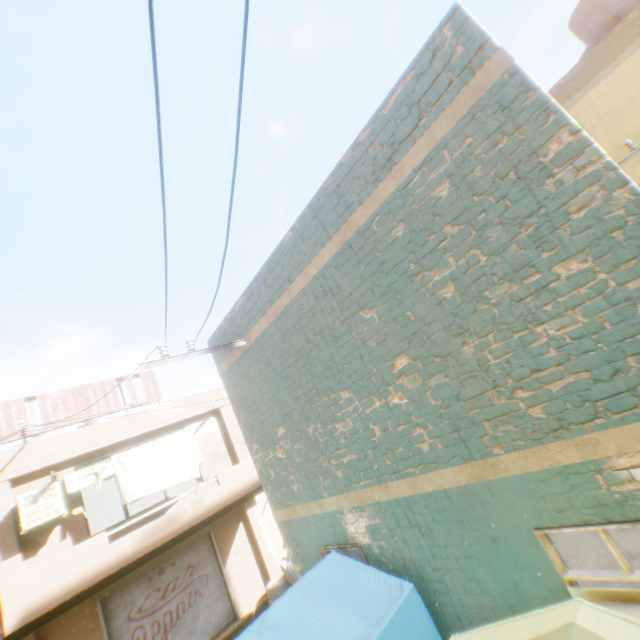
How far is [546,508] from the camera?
3.01m

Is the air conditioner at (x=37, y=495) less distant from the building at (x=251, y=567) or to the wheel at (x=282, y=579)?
the building at (x=251, y=567)

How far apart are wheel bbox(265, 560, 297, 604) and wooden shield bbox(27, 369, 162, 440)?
1.8 meters

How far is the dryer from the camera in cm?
879

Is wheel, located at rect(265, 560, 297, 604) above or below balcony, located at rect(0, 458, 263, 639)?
below

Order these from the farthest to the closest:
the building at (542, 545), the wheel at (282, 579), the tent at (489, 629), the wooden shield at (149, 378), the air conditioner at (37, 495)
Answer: the wheel at (282, 579), the wooden shield at (149, 378), the air conditioner at (37, 495), the building at (542, 545), the tent at (489, 629)

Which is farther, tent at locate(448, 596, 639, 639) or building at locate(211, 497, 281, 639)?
building at locate(211, 497, 281, 639)

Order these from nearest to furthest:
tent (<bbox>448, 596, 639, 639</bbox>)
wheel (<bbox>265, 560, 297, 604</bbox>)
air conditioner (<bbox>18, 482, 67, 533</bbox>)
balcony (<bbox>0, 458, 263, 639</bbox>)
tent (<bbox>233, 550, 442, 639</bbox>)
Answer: tent (<bbox>448, 596, 639, 639</bbox>)
tent (<bbox>233, 550, 442, 639</bbox>)
balcony (<bbox>0, 458, 263, 639</bbox>)
air conditioner (<bbox>18, 482, 67, 533</bbox>)
wheel (<bbox>265, 560, 297, 604</bbox>)
